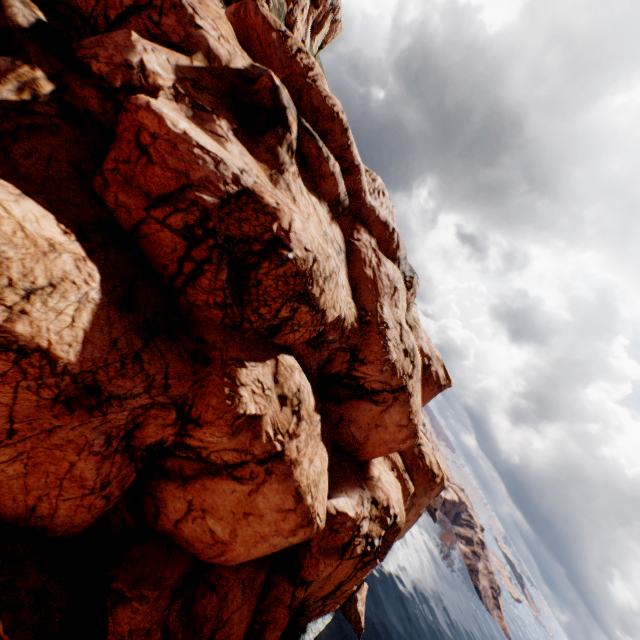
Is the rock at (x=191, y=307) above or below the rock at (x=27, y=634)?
above

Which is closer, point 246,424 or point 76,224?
point 76,224

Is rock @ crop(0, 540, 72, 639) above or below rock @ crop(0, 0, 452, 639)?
below
